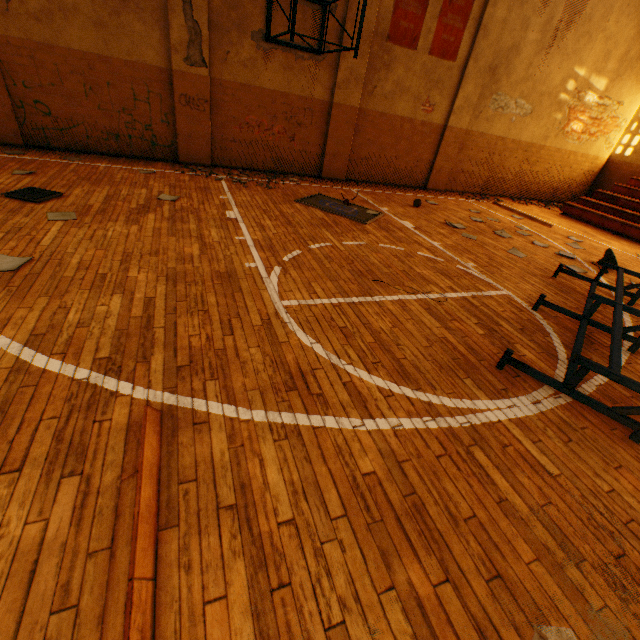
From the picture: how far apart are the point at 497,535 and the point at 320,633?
1.2 meters

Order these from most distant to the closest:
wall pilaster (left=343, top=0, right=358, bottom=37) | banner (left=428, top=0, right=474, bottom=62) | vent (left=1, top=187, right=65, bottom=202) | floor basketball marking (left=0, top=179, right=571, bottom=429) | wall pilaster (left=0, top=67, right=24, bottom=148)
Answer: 1. banner (left=428, top=0, right=474, bottom=62)
2. wall pilaster (left=343, top=0, right=358, bottom=37)
3. wall pilaster (left=0, top=67, right=24, bottom=148)
4. vent (left=1, top=187, right=65, bottom=202)
5. floor basketball marking (left=0, top=179, right=571, bottom=429)

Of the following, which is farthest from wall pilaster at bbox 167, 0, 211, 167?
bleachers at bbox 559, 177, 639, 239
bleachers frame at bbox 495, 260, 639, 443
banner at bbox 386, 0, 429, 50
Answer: bleachers at bbox 559, 177, 639, 239

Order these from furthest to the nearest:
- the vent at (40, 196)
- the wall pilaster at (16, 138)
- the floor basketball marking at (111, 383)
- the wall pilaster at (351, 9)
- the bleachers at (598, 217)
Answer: the bleachers at (598, 217), the wall pilaster at (351, 9), the wall pilaster at (16, 138), the vent at (40, 196), the floor basketball marking at (111, 383)

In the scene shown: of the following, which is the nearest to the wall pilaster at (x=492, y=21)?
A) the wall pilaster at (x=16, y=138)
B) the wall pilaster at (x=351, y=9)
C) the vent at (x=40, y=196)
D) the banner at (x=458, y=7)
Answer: the banner at (x=458, y=7)

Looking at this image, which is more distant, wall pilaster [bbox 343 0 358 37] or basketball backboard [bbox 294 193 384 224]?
wall pilaster [bbox 343 0 358 37]

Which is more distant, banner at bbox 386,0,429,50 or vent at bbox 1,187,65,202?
banner at bbox 386,0,429,50

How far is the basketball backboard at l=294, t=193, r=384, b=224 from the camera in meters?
6.9
